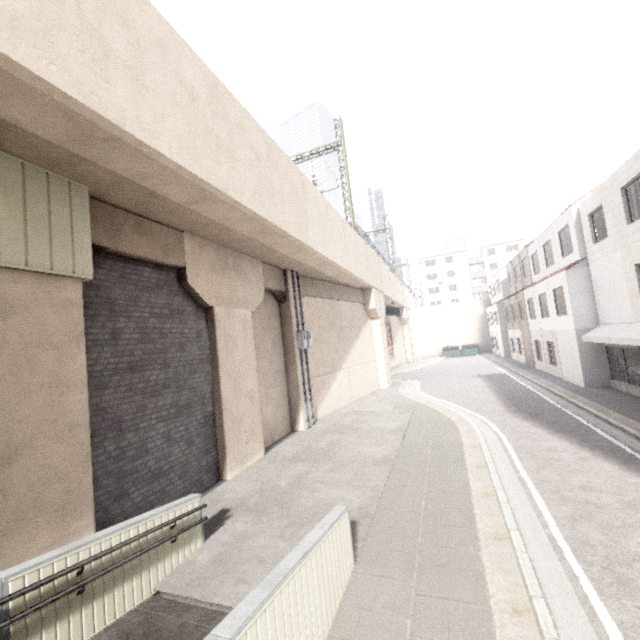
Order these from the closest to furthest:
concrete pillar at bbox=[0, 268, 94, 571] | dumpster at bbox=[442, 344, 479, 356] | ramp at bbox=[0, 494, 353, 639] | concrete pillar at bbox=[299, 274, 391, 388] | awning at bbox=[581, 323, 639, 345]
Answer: ramp at bbox=[0, 494, 353, 639], concrete pillar at bbox=[0, 268, 94, 571], awning at bbox=[581, 323, 639, 345], concrete pillar at bbox=[299, 274, 391, 388], dumpster at bbox=[442, 344, 479, 356]

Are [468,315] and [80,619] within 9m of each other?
no

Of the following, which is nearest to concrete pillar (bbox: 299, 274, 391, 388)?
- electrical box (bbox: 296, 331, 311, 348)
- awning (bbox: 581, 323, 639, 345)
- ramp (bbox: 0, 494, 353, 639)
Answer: electrical box (bbox: 296, 331, 311, 348)

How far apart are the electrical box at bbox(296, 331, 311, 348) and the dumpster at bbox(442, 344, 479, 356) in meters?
33.2

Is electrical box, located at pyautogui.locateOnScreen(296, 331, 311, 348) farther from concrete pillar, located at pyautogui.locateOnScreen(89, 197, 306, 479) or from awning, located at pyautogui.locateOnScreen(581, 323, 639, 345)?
awning, located at pyautogui.locateOnScreen(581, 323, 639, 345)

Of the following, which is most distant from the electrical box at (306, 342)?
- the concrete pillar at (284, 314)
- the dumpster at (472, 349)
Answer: the dumpster at (472, 349)

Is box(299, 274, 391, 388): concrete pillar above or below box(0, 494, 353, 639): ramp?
above

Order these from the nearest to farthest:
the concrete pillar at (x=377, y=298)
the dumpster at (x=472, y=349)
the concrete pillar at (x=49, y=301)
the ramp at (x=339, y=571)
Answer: the ramp at (x=339, y=571) < the concrete pillar at (x=49, y=301) < the concrete pillar at (x=377, y=298) < the dumpster at (x=472, y=349)
